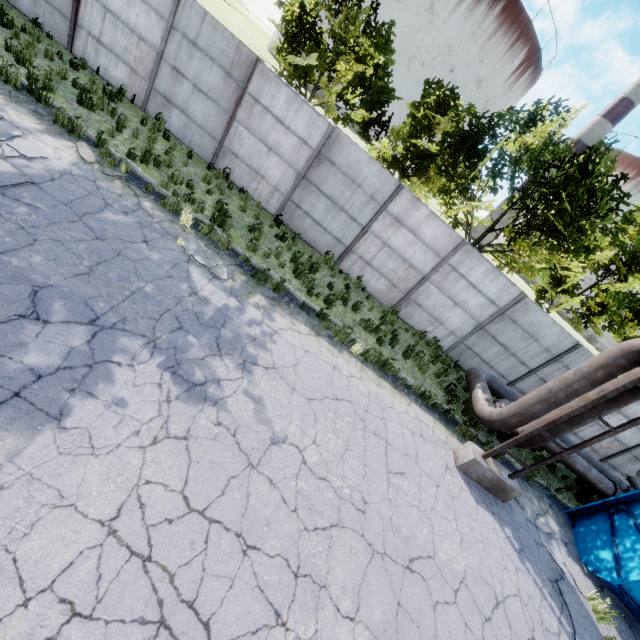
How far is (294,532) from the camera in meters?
4.8 m

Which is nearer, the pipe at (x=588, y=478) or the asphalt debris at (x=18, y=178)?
the asphalt debris at (x=18, y=178)

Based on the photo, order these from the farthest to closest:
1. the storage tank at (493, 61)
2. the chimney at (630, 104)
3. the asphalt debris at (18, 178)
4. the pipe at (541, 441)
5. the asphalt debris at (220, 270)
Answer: the storage tank at (493, 61), the chimney at (630, 104), the pipe at (541, 441), the asphalt debris at (220, 270), the asphalt debris at (18, 178)

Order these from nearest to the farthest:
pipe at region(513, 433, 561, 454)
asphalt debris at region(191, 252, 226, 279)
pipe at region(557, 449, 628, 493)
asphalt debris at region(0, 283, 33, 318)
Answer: asphalt debris at region(0, 283, 33, 318) < asphalt debris at region(191, 252, 226, 279) < pipe at region(513, 433, 561, 454) < pipe at region(557, 449, 628, 493)

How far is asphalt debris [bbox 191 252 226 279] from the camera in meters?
7.6 m

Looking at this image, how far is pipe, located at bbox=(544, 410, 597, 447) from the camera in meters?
7.7 m

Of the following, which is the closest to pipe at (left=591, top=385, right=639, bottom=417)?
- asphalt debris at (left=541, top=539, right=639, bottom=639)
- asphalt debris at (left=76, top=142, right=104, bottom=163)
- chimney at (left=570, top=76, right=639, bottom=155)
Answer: asphalt debris at (left=541, top=539, right=639, bottom=639)
